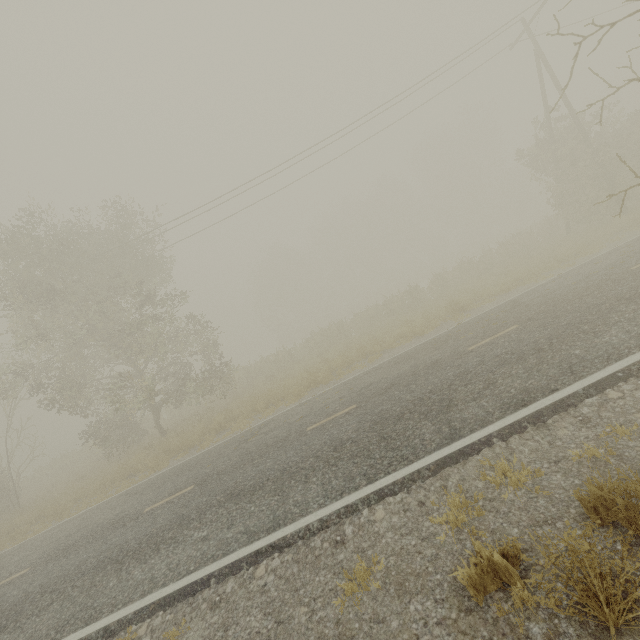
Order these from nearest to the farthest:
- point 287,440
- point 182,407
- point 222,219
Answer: point 287,440, point 222,219, point 182,407
